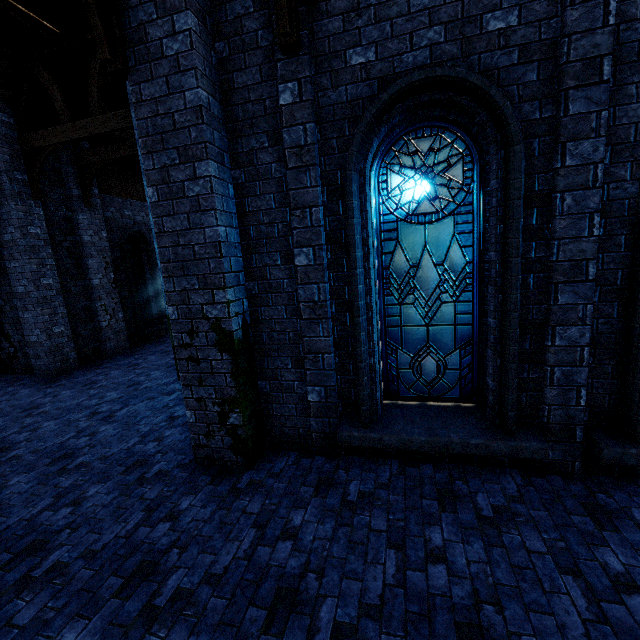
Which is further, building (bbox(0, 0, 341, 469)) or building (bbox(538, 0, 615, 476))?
building (bbox(0, 0, 341, 469))

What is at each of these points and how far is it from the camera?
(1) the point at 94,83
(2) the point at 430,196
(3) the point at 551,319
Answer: (1) building, 8.2 meters
(2) window glass, 4.1 meters
(3) building, 3.7 meters

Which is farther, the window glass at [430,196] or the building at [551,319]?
the window glass at [430,196]

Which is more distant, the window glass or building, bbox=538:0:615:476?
the window glass

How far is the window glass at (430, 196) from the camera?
4.0m

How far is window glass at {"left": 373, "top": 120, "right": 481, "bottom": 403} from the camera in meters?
4.0 m
